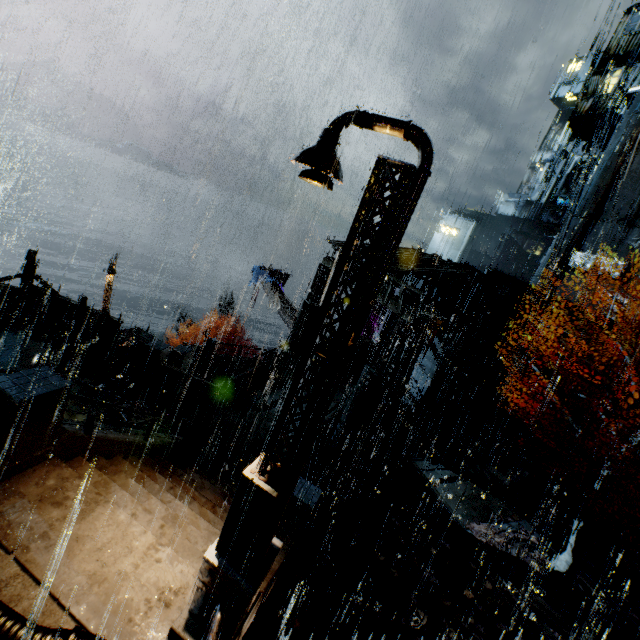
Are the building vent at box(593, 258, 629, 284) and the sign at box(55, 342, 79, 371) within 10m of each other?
no

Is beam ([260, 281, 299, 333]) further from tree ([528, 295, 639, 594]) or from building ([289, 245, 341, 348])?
tree ([528, 295, 639, 594])

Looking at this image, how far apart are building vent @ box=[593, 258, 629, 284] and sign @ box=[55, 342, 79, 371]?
39.8m

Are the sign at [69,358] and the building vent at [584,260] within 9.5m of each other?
no

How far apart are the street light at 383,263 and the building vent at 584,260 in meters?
35.6 m

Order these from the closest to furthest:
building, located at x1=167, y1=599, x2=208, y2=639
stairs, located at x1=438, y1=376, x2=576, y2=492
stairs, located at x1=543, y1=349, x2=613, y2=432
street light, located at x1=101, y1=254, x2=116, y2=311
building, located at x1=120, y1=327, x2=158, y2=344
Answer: building, located at x1=167, y1=599, x2=208, y2=639
stairs, located at x1=438, y1=376, x2=576, y2=492
stairs, located at x1=543, y1=349, x2=613, y2=432
street light, located at x1=101, y1=254, x2=116, y2=311
building, located at x1=120, y1=327, x2=158, y2=344

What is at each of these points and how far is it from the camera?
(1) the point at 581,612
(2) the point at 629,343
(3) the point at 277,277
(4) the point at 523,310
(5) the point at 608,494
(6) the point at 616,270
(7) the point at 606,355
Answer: (1) leaves, 11.6m
(2) stairs, 23.4m
(3) cloth, 33.0m
(4) building, 19.4m
(5) tree, 11.1m
(6) building vent, 28.5m
(7) stairs, 23.1m

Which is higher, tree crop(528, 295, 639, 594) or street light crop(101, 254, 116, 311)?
street light crop(101, 254, 116, 311)
